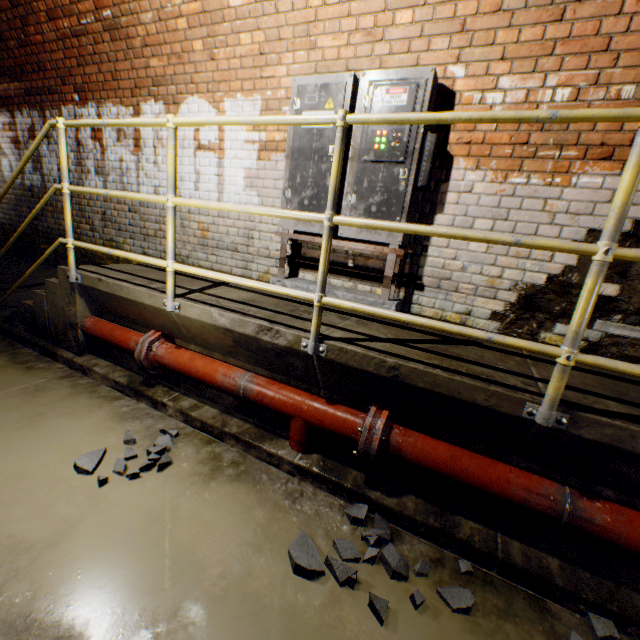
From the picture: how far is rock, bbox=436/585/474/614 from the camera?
1.51m

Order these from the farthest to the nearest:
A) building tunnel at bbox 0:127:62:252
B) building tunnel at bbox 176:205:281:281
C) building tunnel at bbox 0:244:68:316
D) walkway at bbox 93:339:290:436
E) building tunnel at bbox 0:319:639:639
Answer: building tunnel at bbox 0:127:62:252 → building tunnel at bbox 0:244:68:316 → building tunnel at bbox 176:205:281:281 → walkway at bbox 93:339:290:436 → building tunnel at bbox 0:319:639:639

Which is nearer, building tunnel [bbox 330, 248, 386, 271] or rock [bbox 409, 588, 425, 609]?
rock [bbox 409, 588, 425, 609]

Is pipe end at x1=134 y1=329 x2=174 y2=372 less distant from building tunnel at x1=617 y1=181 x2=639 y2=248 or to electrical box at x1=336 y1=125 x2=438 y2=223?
building tunnel at x1=617 y1=181 x2=639 y2=248

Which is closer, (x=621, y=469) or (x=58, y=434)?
(x=621, y=469)

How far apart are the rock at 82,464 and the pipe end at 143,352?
0.5m

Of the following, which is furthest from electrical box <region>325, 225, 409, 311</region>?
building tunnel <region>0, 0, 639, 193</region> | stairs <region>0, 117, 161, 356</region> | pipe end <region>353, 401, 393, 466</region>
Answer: stairs <region>0, 117, 161, 356</region>

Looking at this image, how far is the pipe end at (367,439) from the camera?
1.89m
